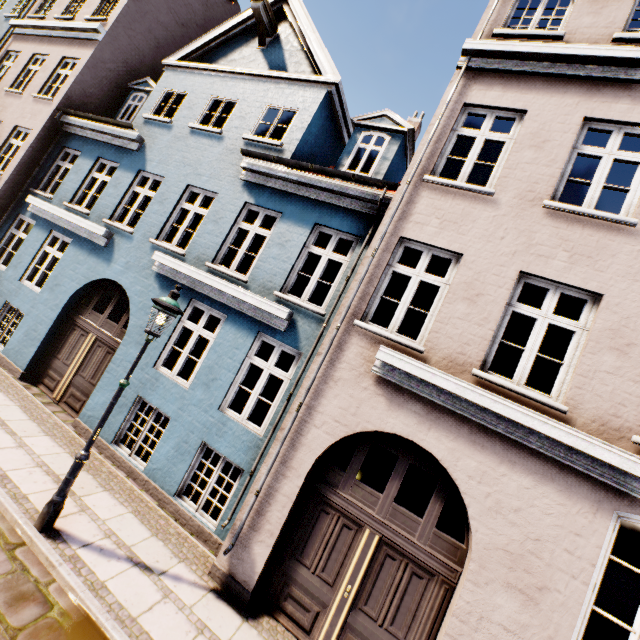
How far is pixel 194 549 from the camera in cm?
552

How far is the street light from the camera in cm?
448

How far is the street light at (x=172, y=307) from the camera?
4.5 meters
